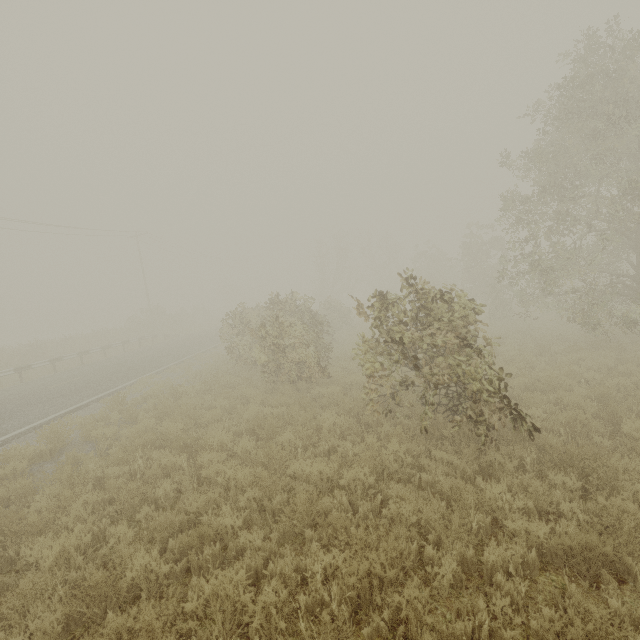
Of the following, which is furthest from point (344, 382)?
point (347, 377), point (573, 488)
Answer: point (573, 488)

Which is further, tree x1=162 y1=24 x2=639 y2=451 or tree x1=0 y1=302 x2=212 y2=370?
tree x1=0 y1=302 x2=212 y2=370

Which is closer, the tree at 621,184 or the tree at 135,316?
the tree at 621,184
